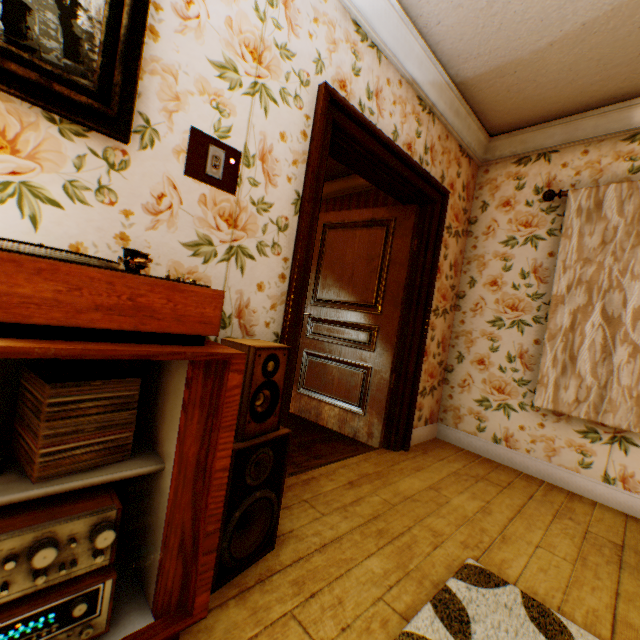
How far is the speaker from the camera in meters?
1.3

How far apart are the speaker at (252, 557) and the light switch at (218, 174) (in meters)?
0.73

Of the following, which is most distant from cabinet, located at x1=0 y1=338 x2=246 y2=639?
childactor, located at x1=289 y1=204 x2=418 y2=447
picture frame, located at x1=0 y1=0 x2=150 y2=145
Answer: childactor, located at x1=289 y1=204 x2=418 y2=447

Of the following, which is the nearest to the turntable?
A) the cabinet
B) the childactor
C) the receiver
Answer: the cabinet

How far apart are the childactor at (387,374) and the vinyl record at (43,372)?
2.4m

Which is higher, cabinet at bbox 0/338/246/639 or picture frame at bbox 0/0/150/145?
picture frame at bbox 0/0/150/145

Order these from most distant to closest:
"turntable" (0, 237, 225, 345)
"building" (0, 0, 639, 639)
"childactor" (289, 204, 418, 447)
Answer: "childactor" (289, 204, 418, 447), "building" (0, 0, 639, 639), "turntable" (0, 237, 225, 345)

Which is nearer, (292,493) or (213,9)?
(213,9)
